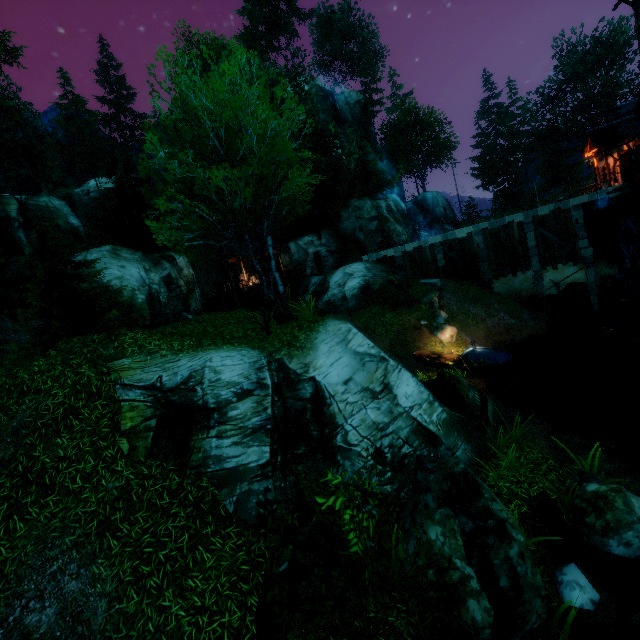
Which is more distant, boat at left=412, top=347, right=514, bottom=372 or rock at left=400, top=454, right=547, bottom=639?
boat at left=412, top=347, right=514, bottom=372

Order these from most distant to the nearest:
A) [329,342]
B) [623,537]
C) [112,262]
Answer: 1. [112,262]
2. [329,342]
3. [623,537]

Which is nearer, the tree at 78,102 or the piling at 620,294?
the tree at 78,102

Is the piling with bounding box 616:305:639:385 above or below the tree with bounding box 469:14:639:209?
below

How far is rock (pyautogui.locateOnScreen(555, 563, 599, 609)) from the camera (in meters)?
5.64

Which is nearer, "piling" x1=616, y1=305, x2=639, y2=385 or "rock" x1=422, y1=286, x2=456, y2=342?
"piling" x1=616, y1=305, x2=639, y2=385

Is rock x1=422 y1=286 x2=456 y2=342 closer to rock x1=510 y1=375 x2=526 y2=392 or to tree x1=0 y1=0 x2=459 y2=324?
rock x1=510 y1=375 x2=526 y2=392

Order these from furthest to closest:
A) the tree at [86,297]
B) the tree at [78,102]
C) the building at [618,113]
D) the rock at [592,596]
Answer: the building at [618,113] → the tree at [86,297] → the tree at [78,102] → the rock at [592,596]
